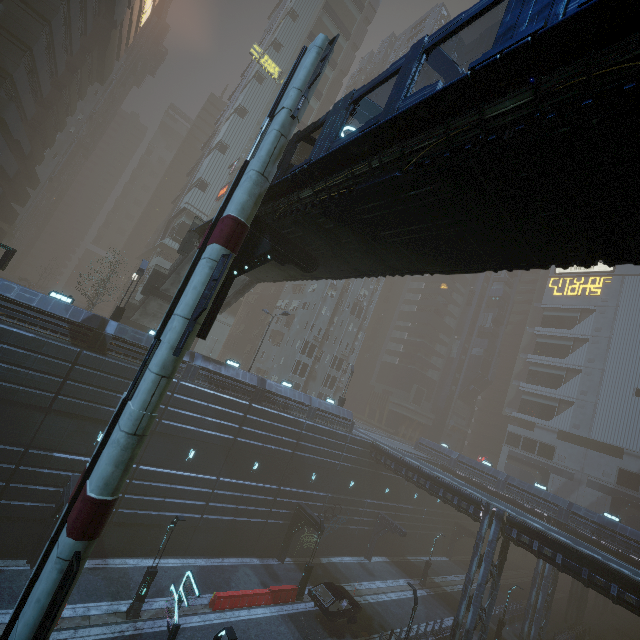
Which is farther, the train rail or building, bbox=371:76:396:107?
building, bbox=371:76:396:107

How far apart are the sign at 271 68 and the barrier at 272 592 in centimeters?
5728cm

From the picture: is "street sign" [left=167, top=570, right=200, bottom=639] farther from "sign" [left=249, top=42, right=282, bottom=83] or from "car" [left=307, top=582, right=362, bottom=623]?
"sign" [left=249, top=42, right=282, bottom=83]

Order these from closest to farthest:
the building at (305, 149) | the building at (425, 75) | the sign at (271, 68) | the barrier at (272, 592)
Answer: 1. the barrier at (272, 592)
2. the sign at (271, 68)
3. the building at (305, 149)
4. the building at (425, 75)

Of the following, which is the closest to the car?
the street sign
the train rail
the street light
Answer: the train rail

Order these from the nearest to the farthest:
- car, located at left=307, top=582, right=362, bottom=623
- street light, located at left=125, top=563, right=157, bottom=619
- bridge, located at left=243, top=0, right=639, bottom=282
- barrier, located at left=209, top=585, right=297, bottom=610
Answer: bridge, located at left=243, top=0, right=639, bottom=282 → street light, located at left=125, top=563, right=157, bottom=619 → barrier, located at left=209, top=585, right=297, bottom=610 → car, located at left=307, top=582, right=362, bottom=623

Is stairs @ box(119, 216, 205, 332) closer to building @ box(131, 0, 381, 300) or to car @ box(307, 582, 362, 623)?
building @ box(131, 0, 381, 300)

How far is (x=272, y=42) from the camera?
46.3m
